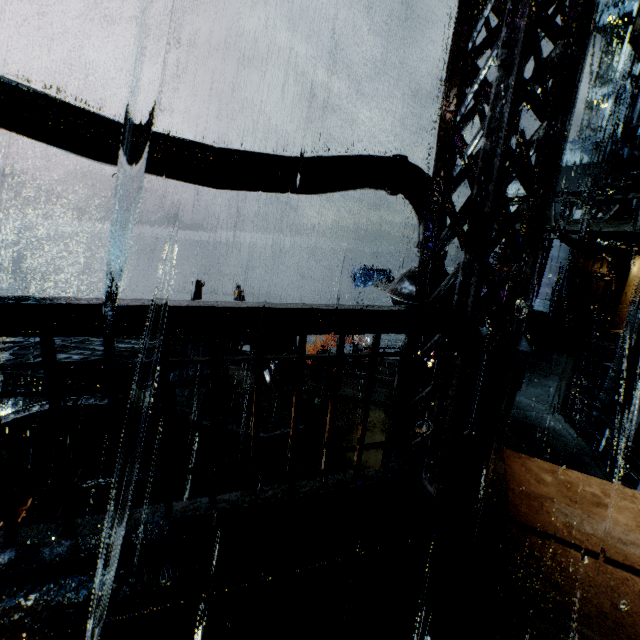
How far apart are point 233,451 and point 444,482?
8.27m

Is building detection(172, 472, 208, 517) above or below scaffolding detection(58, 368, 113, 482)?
below

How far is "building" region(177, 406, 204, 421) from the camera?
10.3m

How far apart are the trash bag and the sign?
2.52m

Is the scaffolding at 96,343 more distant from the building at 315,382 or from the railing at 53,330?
the railing at 53,330

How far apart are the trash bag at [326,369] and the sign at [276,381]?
2.52m

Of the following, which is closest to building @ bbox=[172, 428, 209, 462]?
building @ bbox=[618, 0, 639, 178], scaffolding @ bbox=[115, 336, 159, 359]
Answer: scaffolding @ bbox=[115, 336, 159, 359]

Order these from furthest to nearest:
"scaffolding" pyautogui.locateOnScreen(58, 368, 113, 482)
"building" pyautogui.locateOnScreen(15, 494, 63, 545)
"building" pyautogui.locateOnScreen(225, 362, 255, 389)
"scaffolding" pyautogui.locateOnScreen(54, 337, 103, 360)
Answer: "building" pyautogui.locateOnScreen(225, 362, 255, 389)
"scaffolding" pyautogui.locateOnScreen(54, 337, 103, 360)
"scaffolding" pyautogui.locateOnScreen(58, 368, 113, 482)
"building" pyautogui.locateOnScreen(15, 494, 63, 545)
